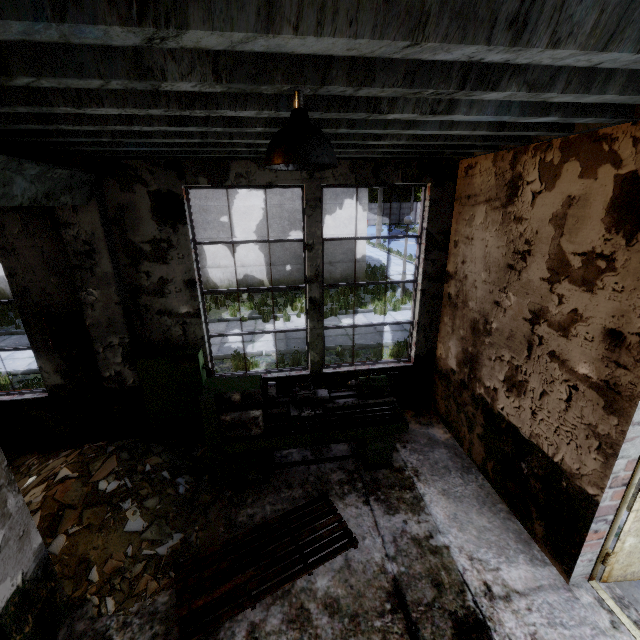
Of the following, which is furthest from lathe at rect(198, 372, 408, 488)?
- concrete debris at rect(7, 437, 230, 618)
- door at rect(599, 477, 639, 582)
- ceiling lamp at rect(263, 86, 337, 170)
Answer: ceiling lamp at rect(263, 86, 337, 170)

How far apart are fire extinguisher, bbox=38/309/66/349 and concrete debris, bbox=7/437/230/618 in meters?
1.6

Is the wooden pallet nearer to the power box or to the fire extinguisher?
the power box

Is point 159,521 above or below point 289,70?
below

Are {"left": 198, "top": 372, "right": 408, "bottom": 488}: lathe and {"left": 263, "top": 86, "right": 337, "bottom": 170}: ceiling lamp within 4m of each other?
yes

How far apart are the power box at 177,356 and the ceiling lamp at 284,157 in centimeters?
376cm

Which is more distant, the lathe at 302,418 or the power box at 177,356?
the power box at 177,356

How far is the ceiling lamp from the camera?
1.7m
